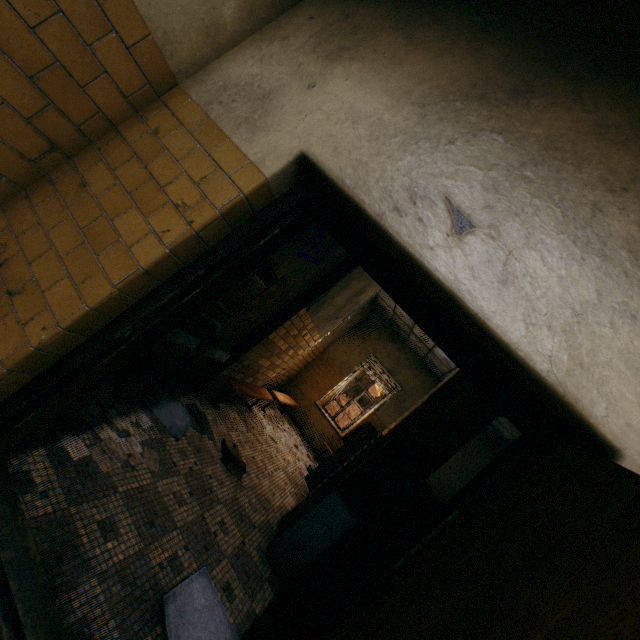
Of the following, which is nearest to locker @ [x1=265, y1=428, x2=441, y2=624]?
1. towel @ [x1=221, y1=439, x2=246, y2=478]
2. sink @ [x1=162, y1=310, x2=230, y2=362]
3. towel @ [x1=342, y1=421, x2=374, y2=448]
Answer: towel @ [x1=342, y1=421, x2=374, y2=448]

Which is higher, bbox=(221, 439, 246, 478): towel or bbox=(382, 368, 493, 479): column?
bbox=(382, 368, 493, 479): column

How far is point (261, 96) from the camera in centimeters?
171cm

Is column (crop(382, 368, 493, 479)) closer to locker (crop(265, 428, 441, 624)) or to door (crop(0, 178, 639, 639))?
locker (crop(265, 428, 441, 624))

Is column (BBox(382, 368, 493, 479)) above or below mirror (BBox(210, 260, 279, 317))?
above

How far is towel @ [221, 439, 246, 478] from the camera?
3.87m

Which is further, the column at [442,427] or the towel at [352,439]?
the towel at [352,439]

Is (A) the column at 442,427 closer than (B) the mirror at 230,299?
No
